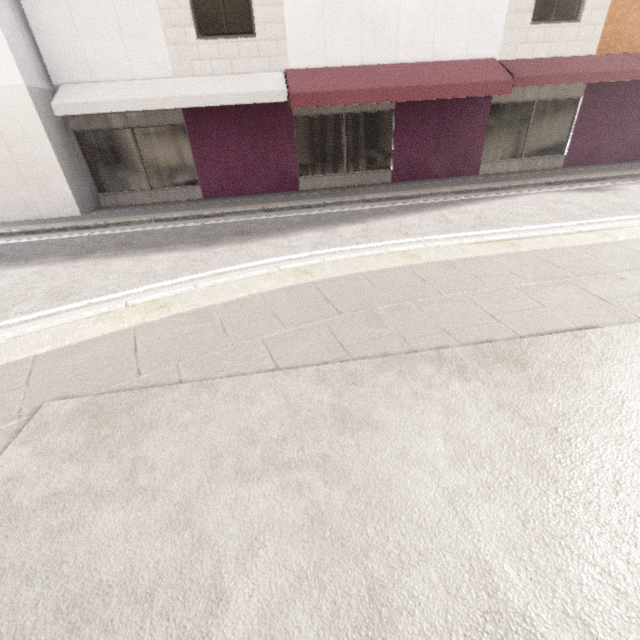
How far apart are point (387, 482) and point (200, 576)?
1.0m
